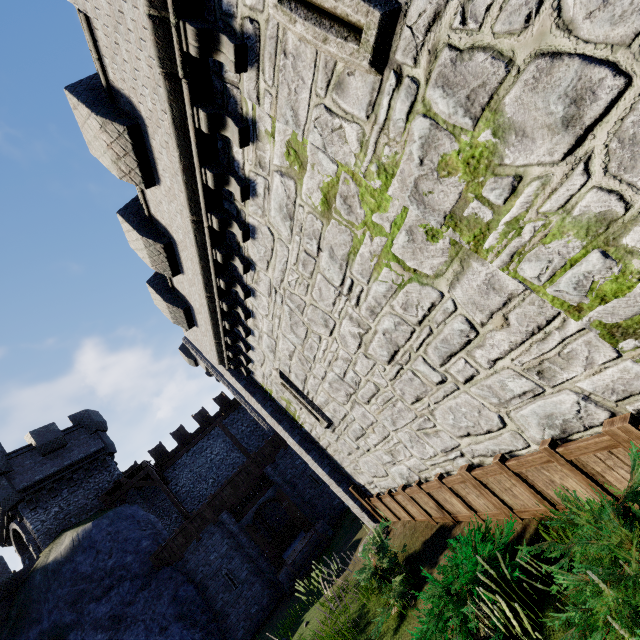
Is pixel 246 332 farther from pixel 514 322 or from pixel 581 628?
pixel 581 628

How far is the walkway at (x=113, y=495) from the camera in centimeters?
1920cm

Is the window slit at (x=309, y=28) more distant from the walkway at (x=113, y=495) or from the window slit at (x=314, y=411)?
the walkway at (x=113, y=495)

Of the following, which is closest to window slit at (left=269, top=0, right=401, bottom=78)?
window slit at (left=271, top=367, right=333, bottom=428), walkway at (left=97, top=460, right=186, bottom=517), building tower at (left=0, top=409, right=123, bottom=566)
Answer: window slit at (left=271, top=367, right=333, bottom=428)

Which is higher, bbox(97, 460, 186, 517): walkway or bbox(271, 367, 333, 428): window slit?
bbox(97, 460, 186, 517): walkway

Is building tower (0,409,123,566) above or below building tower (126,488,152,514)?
above

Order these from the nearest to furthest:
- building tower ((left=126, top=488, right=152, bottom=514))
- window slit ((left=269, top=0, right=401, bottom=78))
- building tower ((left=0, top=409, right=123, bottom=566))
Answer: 1. window slit ((left=269, top=0, right=401, bottom=78))
2. building tower ((left=0, top=409, right=123, bottom=566))
3. building tower ((left=126, top=488, right=152, bottom=514))
